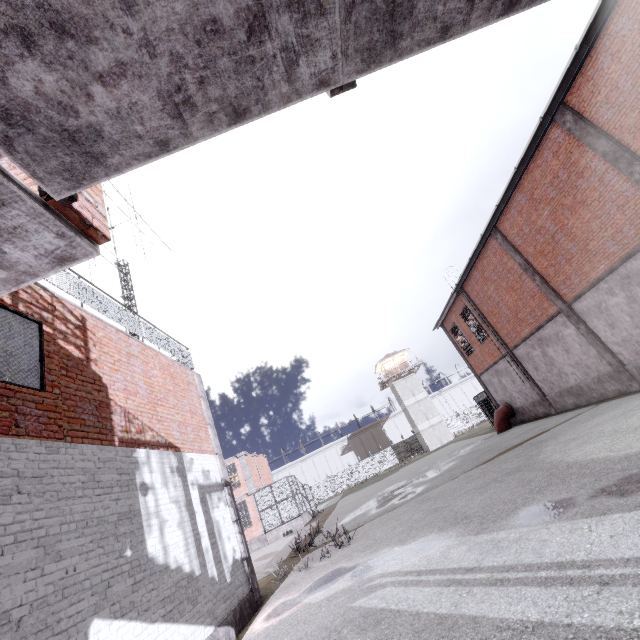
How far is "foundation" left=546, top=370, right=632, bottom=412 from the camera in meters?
13.2

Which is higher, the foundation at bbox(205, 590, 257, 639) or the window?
the window

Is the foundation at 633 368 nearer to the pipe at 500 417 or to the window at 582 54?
the window at 582 54

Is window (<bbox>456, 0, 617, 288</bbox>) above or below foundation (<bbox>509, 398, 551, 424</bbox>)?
above

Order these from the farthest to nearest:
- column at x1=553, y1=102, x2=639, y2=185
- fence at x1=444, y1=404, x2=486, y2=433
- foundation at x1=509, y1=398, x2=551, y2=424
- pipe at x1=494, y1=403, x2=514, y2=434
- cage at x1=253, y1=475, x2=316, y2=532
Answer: fence at x1=444, y1=404, x2=486, y2=433 → cage at x1=253, y1=475, x2=316, y2=532 → pipe at x1=494, y1=403, x2=514, y2=434 → foundation at x1=509, y1=398, x2=551, y2=424 → column at x1=553, y1=102, x2=639, y2=185

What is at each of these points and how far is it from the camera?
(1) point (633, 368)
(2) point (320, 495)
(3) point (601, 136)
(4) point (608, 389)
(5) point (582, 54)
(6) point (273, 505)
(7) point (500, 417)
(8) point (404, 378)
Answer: (1) foundation, 12.2 meters
(2) fence, 51.6 meters
(3) column, 9.8 meters
(4) foundation, 13.7 meters
(5) window, 9.1 meters
(6) cage, 25.6 meters
(7) pipe, 21.8 meters
(8) building, 51.7 meters

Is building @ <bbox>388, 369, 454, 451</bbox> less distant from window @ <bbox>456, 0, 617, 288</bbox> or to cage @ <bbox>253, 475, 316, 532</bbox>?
cage @ <bbox>253, 475, 316, 532</bbox>

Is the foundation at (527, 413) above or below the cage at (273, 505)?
below
